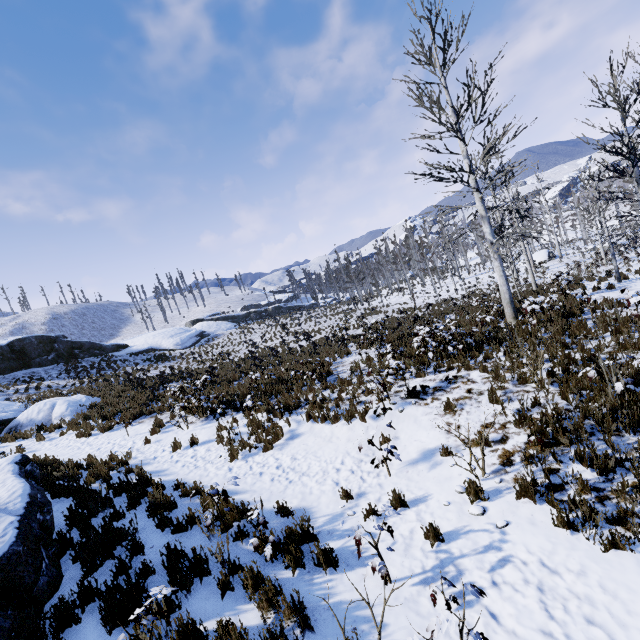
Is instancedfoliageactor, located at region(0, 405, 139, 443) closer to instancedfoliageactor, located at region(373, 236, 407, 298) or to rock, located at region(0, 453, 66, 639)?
rock, located at region(0, 453, 66, 639)

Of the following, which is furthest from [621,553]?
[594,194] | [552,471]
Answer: [594,194]

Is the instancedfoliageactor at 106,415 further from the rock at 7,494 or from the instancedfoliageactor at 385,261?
the instancedfoliageactor at 385,261

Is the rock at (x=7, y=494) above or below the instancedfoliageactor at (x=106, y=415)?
below

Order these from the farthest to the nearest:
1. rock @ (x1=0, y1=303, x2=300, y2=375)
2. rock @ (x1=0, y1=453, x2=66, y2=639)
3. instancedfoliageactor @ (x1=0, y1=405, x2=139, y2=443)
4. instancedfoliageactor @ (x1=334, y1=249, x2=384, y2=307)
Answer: instancedfoliageactor @ (x1=334, y1=249, x2=384, y2=307) < rock @ (x1=0, y1=303, x2=300, y2=375) < instancedfoliageactor @ (x1=0, y1=405, x2=139, y2=443) < rock @ (x1=0, y1=453, x2=66, y2=639)

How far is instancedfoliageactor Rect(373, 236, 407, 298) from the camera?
43.06m

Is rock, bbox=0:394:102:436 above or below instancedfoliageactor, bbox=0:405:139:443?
above
